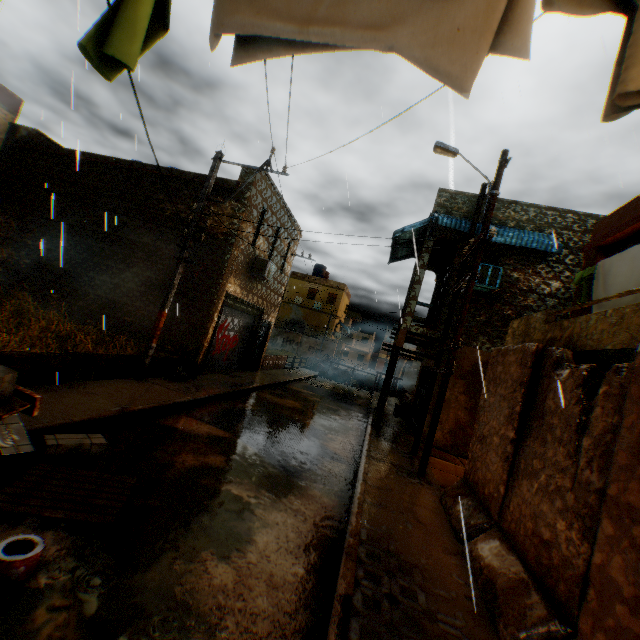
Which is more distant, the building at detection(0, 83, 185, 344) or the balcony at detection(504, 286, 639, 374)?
the building at detection(0, 83, 185, 344)

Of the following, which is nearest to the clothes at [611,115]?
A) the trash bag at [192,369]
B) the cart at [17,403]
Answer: the trash bag at [192,369]

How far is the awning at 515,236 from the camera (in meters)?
10.49

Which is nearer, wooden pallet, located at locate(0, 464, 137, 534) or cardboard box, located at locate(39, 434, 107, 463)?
wooden pallet, located at locate(0, 464, 137, 534)

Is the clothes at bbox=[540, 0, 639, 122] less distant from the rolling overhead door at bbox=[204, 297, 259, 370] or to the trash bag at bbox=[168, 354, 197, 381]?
the rolling overhead door at bbox=[204, 297, 259, 370]

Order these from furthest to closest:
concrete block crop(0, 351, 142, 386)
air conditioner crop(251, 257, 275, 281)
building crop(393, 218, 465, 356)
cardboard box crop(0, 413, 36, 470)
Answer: air conditioner crop(251, 257, 275, 281) < building crop(393, 218, 465, 356) < concrete block crop(0, 351, 142, 386) < cardboard box crop(0, 413, 36, 470)

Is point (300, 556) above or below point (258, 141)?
below

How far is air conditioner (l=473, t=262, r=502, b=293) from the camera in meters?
11.2 m
